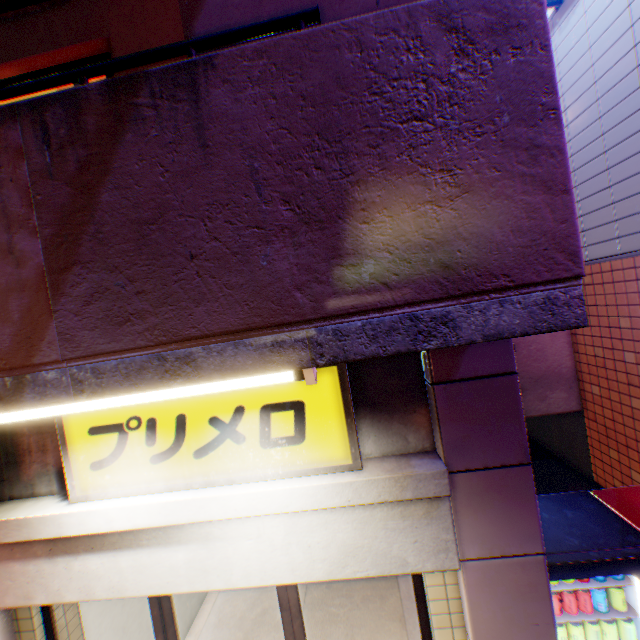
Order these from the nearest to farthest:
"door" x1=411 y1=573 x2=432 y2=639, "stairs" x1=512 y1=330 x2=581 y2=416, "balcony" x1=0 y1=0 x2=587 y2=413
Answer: "balcony" x1=0 y1=0 x2=587 y2=413
"door" x1=411 y1=573 x2=432 y2=639
"stairs" x1=512 y1=330 x2=581 y2=416

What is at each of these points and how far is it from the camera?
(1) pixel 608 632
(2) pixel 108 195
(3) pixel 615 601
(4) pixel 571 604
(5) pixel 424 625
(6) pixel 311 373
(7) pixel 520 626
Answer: (1) metal can, 2.7m
(2) balcony, 1.3m
(3) metal can, 2.7m
(4) metal can, 2.7m
(5) door, 2.3m
(6) street lamp, 1.6m
(7) column, 2.1m

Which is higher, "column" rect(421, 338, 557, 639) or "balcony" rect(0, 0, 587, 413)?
"balcony" rect(0, 0, 587, 413)

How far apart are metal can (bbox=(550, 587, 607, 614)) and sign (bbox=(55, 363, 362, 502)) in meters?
2.2 m

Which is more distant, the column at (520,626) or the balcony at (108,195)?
the column at (520,626)

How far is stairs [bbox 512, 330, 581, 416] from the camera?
6.7m

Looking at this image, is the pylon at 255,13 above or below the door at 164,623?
above

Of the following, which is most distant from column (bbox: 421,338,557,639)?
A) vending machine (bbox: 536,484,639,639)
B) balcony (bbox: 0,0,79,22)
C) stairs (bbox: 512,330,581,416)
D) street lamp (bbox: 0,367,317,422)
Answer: stairs (bbox: 512,330,581,416)
